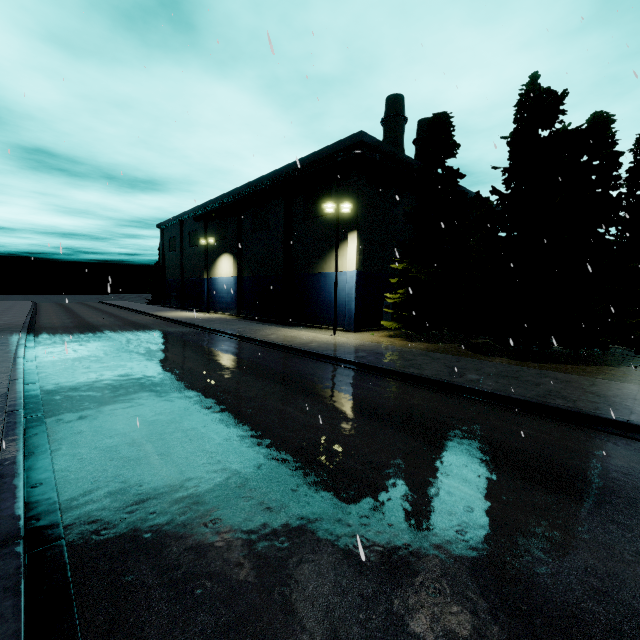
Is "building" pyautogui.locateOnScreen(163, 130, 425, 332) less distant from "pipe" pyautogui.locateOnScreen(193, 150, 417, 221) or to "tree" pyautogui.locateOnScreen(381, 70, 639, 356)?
"pipe" pyautogui.locateOnScreen(193, 150, 417, 221)

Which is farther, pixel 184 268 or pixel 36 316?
pixel 184 268

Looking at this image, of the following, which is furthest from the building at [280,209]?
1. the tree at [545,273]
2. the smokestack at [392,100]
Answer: the smokestack at [392,100]

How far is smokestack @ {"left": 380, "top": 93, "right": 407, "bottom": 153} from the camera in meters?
39.9 m

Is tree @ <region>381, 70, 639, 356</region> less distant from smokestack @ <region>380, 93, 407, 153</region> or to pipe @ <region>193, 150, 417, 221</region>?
smokestack @ <region>380, 93, 407, 153</region>

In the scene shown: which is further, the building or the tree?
the building

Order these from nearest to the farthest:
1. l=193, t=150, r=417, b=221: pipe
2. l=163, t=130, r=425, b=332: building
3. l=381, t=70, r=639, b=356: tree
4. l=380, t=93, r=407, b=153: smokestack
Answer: l=381, t=70, r=639, b=356: tree → l=193, t=150, r=417, b=221: pipe → l=163, t=130, r=425, b=332: building → l=380, t=93, r=407, b=153: smokestack

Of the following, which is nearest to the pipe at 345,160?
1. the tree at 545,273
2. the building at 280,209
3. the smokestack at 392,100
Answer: the building at 280,209
